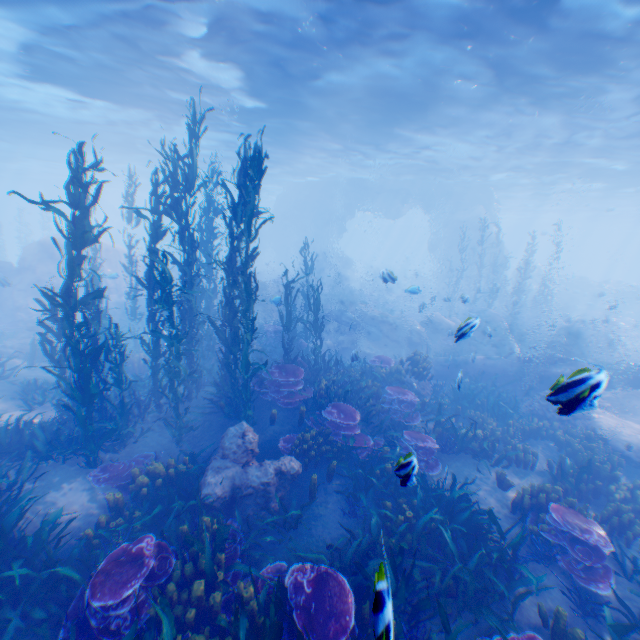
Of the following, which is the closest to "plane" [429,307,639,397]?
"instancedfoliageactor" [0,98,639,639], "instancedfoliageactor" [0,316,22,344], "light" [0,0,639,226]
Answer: "instancedfoliageactor" [0,98,639,639]

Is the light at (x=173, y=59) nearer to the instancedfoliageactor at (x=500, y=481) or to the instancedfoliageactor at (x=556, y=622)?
the instancedfoliageactor at (x=500, y=481)

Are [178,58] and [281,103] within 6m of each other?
yes

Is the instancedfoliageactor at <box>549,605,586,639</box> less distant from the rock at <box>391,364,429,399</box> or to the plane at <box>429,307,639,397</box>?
the rock at <box>391,364,429,399</box>

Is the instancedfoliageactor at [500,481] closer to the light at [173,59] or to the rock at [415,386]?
the rock at [415,386]

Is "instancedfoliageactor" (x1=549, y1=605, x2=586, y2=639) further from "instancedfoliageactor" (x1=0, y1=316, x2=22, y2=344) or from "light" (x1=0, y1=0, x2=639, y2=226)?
"instancedfoliageactor" (x1=0, y1=316, x2=22, y2=344)

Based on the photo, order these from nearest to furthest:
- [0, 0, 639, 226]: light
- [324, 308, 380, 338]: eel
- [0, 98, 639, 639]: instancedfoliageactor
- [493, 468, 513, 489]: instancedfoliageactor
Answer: [0, 98, 639, 639]: instancedfoliageactor
[493, 468, 513, 489]: instancedfoliageactor
[0, 0, 639, 226]: light
[324, 308, 380, 338]: eel
